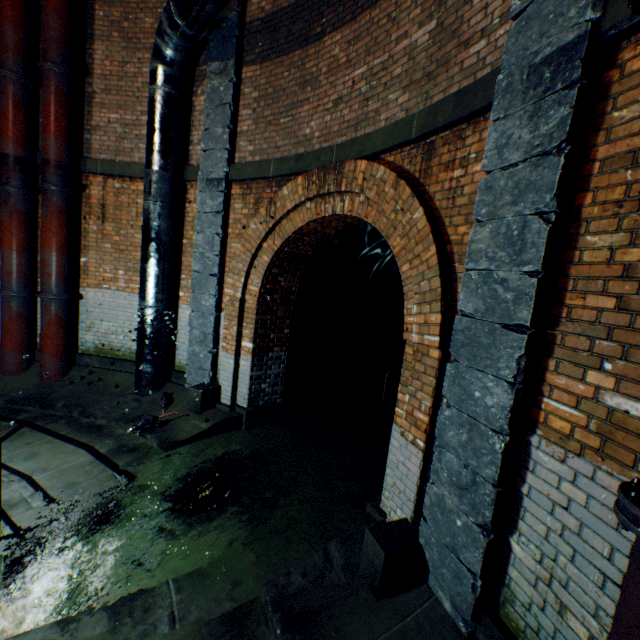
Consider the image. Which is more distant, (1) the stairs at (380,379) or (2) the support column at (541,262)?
(1) the stairs at (380,379)

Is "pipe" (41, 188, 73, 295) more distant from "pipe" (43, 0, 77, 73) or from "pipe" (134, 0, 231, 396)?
"pipe" (43, 0, 77, 73)

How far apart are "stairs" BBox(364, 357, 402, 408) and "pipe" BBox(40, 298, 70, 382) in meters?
6.4 m

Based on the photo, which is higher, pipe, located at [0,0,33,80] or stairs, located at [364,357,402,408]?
pipe, located at [0,0,33,80]

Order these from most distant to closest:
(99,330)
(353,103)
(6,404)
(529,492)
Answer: (99,330), (6,404), (353,103), (529,492)

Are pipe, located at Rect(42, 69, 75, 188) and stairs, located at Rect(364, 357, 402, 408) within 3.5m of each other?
no

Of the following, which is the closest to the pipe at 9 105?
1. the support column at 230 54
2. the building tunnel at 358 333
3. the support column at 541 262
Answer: the support column at 230 54

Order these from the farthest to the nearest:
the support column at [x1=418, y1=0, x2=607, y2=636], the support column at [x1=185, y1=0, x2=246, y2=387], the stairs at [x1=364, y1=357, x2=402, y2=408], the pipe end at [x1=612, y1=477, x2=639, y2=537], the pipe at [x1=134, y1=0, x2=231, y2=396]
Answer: the stairs at [x1=364, y1=357, x2=402, y2=408] → the support column at [x1=185, y1=0, x2=246, y2=387] → the pipe at [x1=134, y1=0, x2=231, y2=396] → the support column at [x1=418, y1=0, x2=607, y2=636] → the pipe end at [x1=612, y1=477, x2=639, y2=537]
